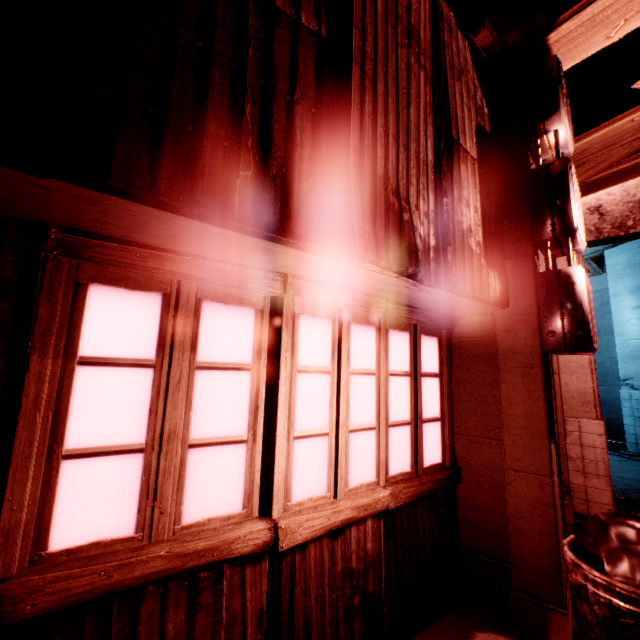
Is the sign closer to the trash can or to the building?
the building

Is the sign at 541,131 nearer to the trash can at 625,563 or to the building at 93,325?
the building at 93,325

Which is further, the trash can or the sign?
the sign

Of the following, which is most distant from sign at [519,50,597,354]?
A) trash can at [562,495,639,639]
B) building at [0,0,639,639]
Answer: A: trash can at [562,495,639,639]

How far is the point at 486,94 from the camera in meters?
3.3 m

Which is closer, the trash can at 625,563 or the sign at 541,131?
the trash can at 625,563

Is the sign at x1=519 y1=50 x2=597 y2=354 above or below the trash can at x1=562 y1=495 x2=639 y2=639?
above

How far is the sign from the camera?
2.7 meters
